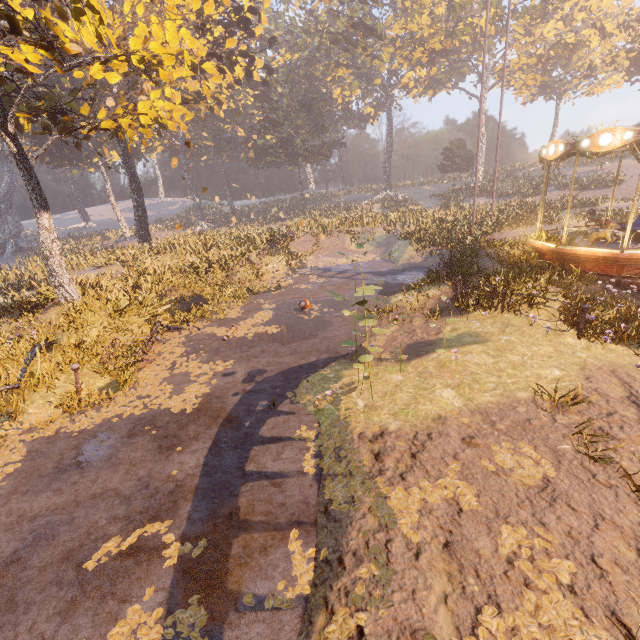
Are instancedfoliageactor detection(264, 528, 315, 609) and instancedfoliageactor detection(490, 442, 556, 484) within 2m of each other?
no

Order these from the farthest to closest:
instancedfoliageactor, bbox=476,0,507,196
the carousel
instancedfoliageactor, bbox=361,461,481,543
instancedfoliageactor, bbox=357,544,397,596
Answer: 1. instancedfoliageactor, bbox=476,0,507,196
2. the carousel
3. instancedfoliageactor, bbox=361,461,481,543
4. instancedfoliageactor, bbox=357,544,397,596

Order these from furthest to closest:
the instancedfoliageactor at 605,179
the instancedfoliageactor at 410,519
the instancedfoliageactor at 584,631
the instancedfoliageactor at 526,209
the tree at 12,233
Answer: the tree at 12,233, the instancedfoliageactor at 605,179, the instancedfoliageactor at 526,209, the instancedfoliageactor at 410,519, the instancedfoliageactor at 584,631

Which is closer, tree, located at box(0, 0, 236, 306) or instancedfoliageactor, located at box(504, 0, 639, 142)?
tree, located at box(0, 0, 236, 306)

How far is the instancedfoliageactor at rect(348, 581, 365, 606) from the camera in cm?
338

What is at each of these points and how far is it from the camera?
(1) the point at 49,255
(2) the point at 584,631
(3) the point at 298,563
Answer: (1) tree, 11.8m
(2) instancedfoliageactor, 2.9m
(3) instancedfoliageactor, 4.2m

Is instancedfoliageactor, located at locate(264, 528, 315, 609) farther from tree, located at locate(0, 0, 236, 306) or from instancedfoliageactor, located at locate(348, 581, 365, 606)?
tree, located at locate(0, 0, 236, 306)

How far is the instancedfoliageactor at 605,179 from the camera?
25.3m
